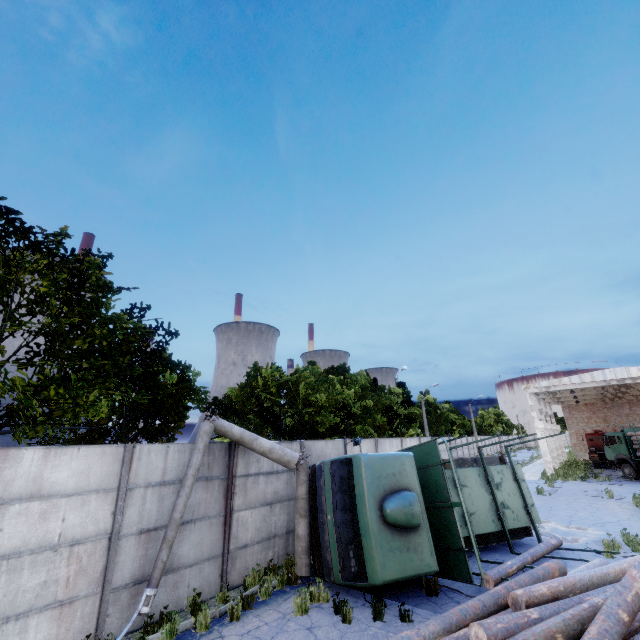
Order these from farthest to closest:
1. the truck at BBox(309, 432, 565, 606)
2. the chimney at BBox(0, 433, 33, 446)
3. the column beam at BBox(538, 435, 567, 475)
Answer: the chimney at BBox(0, 433, 33, 446) < the column beam at BBox(538, 435, 567, 475) < the truck at BBox(309, 432, 565, 606)

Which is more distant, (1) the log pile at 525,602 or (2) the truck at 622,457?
(2) the truck at 622,457

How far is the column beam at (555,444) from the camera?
29.28m

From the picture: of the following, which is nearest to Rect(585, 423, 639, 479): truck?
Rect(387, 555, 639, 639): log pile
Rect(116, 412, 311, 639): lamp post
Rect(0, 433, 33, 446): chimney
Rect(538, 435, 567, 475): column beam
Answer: Rect(538, 435, 567, 475): column beam

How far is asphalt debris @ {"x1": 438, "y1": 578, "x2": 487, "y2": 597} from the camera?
7.93m

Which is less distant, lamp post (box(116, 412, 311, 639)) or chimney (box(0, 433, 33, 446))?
lamp post (box(116, 412, 311, 639))

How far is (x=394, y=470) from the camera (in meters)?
8.59

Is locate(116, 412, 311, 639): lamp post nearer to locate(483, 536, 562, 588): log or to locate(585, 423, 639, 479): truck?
locate(483, 536, 562, 588): log
